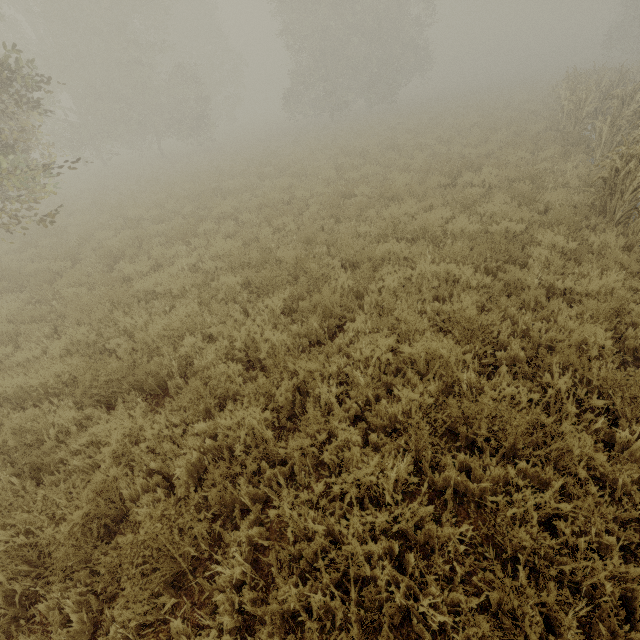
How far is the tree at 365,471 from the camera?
2.9m

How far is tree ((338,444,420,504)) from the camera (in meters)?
2.90

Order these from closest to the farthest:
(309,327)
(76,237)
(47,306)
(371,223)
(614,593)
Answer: (614,593) < (309,327) < (47,306) < (371,223) < (76,237)

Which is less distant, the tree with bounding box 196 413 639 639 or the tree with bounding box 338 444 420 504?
the tree with bounding box 196 413 639 639

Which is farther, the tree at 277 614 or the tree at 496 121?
the tree at 496 121
